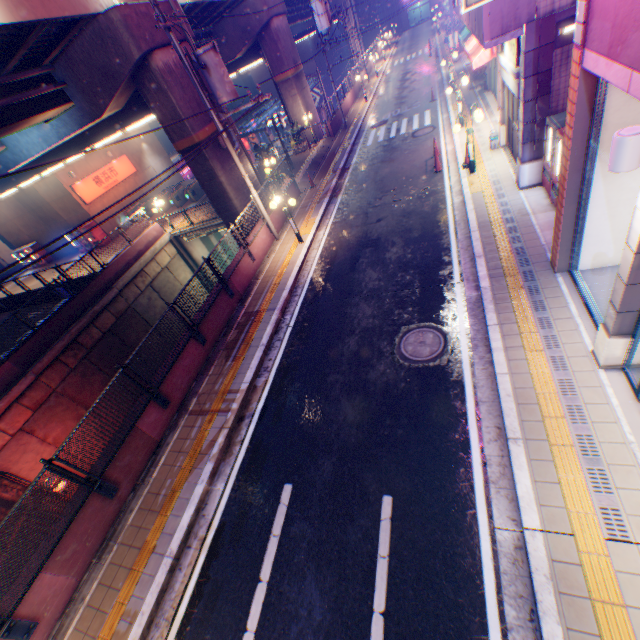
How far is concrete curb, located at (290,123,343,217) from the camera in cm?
1792

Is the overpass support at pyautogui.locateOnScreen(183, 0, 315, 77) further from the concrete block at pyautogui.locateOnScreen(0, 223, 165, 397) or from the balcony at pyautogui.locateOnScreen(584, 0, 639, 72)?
the balcony at pyautogui.locateOnScreen(584, 0, 639, 72)

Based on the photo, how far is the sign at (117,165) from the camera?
25.52m

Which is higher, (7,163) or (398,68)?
(7,163)

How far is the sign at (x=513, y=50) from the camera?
9.2m

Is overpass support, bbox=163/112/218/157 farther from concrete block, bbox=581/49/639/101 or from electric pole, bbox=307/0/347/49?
concrete block, bbox=581/49/639/101

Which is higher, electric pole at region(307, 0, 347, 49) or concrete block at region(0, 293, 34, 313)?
electric pole at region(307, 0, 347, 49)

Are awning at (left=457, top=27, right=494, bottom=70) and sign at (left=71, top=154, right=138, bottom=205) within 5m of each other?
no
